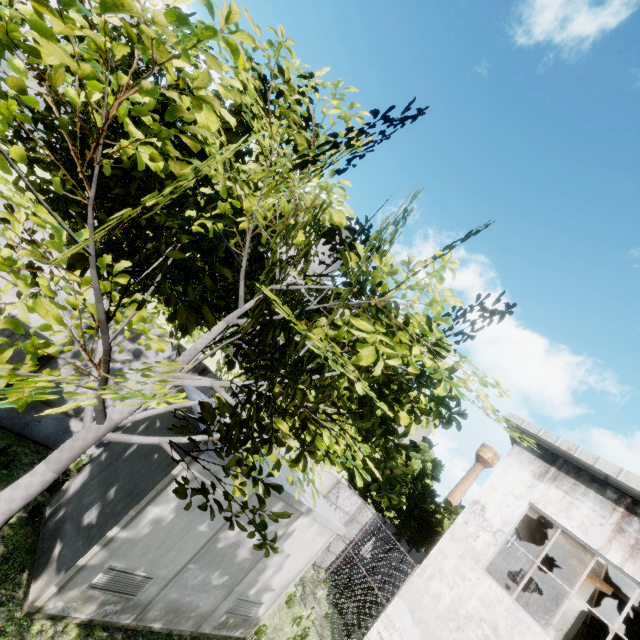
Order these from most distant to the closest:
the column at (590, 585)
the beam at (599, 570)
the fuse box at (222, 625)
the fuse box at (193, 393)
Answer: the column at (590, 585), the beam at (599, 570), the fuse box at (193, 393), the fuse box at (222, 625)

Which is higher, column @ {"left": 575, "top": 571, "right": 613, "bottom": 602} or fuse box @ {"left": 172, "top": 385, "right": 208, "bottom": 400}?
column @ {"left": 575, "top": 571, "right": 613, "bottom": 602}

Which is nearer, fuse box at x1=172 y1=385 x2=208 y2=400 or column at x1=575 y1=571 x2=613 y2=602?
fuse box at x1=172 y1=385 x2=208 y2=400

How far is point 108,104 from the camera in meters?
4.7

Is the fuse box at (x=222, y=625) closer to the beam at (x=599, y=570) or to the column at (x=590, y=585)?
the beam at (x=599, y=570)

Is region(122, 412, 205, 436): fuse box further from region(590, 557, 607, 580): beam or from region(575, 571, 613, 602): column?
region(575, 571, 613, 602): column

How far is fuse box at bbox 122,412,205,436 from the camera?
5.7 meters
